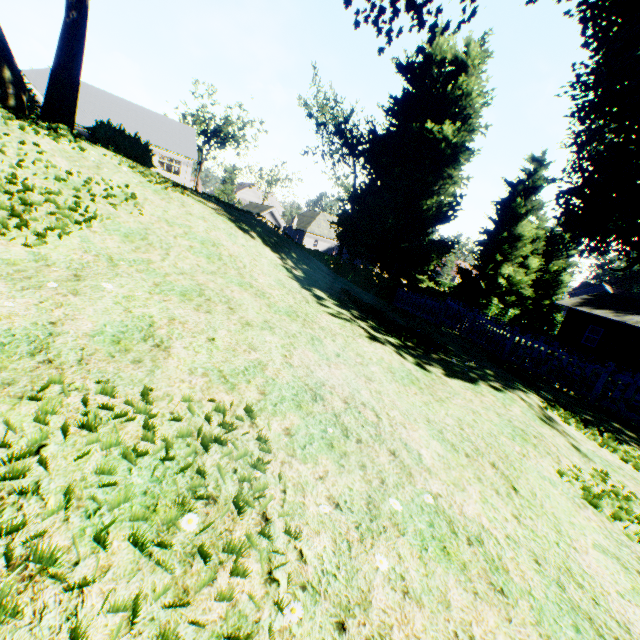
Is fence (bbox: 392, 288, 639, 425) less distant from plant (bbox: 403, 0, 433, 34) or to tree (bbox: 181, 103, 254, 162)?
plant (bbox: 403, 0, 433, 34)

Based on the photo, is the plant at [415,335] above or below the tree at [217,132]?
below

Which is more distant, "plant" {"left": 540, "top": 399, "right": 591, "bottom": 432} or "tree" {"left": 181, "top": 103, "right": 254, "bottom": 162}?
"tree" {"left": 181, "top": 103, "right": 254, "bottom": 162}

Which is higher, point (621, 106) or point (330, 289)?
point (621, 106)

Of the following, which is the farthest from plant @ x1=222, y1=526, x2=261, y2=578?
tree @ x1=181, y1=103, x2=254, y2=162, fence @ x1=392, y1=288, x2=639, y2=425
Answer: tree @ x1=181, y1=103, x2=254, y2=162

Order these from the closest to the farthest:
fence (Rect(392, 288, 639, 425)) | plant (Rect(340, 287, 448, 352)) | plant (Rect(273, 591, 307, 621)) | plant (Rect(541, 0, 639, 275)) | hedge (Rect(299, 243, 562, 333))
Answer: plant (Rect(273, 591, 307, 621)) < plant (Rect(340, 287, 448, 352)) < fence (Rect(392, 288, 639, 425)) < plant (Rect(541, 0, 639, 275)) < hedge (Rect(299, 243, 562, 333))

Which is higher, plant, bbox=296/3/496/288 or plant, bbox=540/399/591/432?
plant, bbox=296/3/496/288

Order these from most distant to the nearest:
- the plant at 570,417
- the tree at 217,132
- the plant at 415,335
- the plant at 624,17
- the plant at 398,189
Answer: the tree at 217,132, the plant at 398,189, the plant at 624,17, the plant at 415,335, the plant at 570,417
